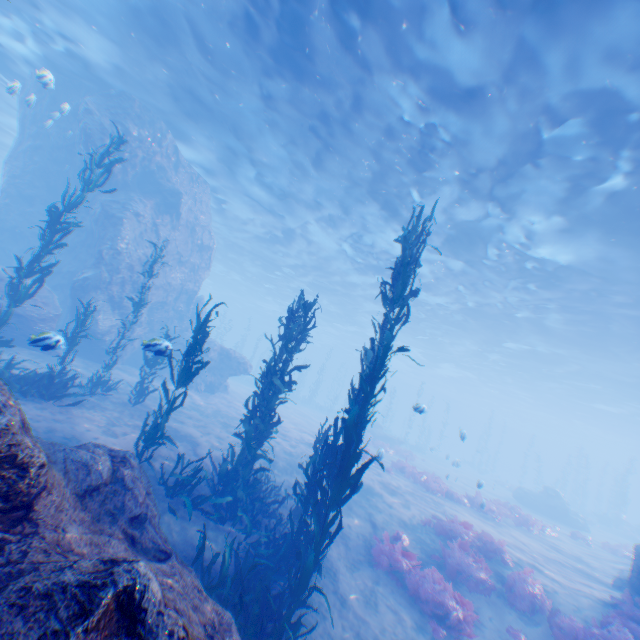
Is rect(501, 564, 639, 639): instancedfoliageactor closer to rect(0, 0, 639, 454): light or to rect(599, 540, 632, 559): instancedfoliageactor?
rect(0, 0, 639, 454): light

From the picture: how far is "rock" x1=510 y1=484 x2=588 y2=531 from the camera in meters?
24.7

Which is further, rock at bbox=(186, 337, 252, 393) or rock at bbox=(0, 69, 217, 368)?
rock at bbox=(186, 337, 252, 393)

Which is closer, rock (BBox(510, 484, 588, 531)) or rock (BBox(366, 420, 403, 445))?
rock (BBox(510, 484, 588, 531))

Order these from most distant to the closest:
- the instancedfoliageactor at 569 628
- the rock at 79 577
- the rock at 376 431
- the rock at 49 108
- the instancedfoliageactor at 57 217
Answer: the rock at 376 431 → the rock at 49 108 → the instancedfoliageactor at 57 217 → the instancedfoliageactor at 569 628 → the rock at 79 577

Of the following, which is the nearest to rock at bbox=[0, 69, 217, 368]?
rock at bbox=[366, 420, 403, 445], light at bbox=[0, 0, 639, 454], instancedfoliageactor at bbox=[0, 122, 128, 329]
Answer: light at bbox=[0, 0, 639, 454]

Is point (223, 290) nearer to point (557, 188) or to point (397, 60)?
point (397, 60)

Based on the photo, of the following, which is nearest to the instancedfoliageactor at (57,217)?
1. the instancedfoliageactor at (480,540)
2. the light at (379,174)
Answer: the light at (379,174)
